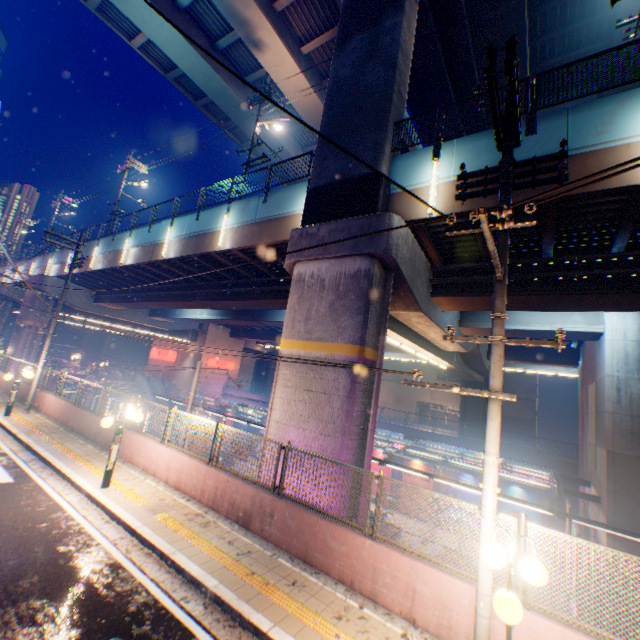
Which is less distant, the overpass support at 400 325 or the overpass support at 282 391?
the overpass support at 282 391

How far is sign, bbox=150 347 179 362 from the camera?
43.6 meters

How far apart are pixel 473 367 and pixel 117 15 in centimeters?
3580cm

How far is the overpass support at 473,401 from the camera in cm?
3375

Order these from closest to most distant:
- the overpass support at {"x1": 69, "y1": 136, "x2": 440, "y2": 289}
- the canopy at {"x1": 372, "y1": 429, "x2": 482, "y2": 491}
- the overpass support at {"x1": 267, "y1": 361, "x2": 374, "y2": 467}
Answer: the overpass support at {"x1": 267, "y1": 361, "x2": 374, "y2": 467}
the overpass support at {"x1": 69, "y1": 136, "x2": 440, "y2": 289}
the canopy at {"x1": 372, "y1": 429, "x2": 482, "y2": 491}

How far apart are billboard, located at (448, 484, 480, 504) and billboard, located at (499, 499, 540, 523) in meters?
0.8 m

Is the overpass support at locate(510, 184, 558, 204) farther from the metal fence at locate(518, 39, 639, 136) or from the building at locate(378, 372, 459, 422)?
the building at locate(378, 372, 459, 422)

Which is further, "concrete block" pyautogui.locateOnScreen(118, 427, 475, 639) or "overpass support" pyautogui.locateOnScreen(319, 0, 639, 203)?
"overpass support" pyautogui.locateOnScreen(319, 0, 639, 203)
